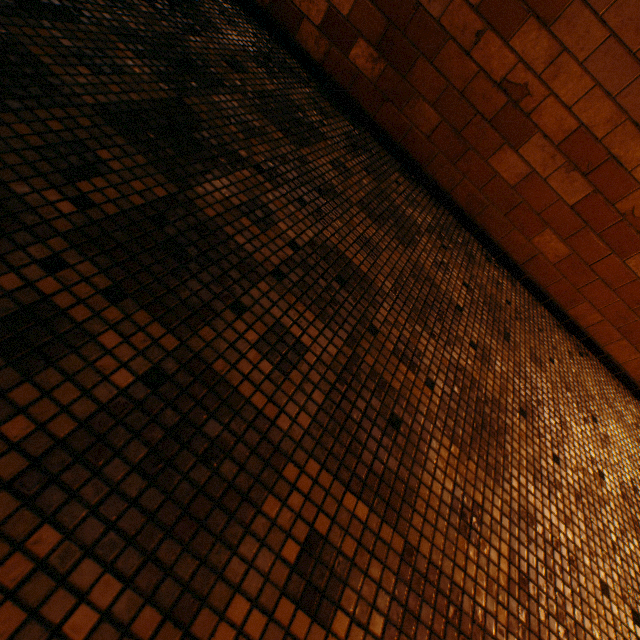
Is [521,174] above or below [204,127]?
above
